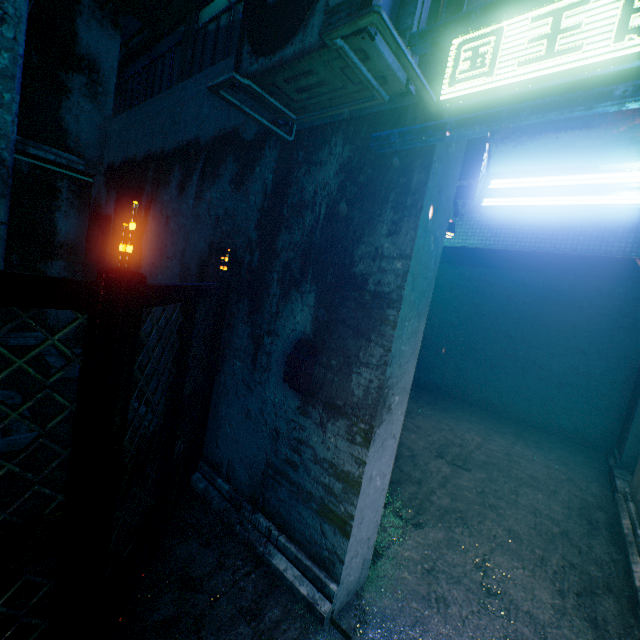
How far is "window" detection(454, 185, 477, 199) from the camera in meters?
6.1

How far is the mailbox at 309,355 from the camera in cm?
206

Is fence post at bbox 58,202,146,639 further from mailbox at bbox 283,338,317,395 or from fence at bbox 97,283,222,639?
mailbox at bbox 283,338,317,395

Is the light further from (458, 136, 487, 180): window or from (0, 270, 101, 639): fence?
(458, 136, 487, 180): window

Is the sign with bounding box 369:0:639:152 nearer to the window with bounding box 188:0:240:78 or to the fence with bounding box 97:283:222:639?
the fence with bounding box 97:283:222:639

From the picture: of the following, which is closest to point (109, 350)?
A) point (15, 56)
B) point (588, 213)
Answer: point (15, 56)

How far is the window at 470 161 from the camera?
6.08m
